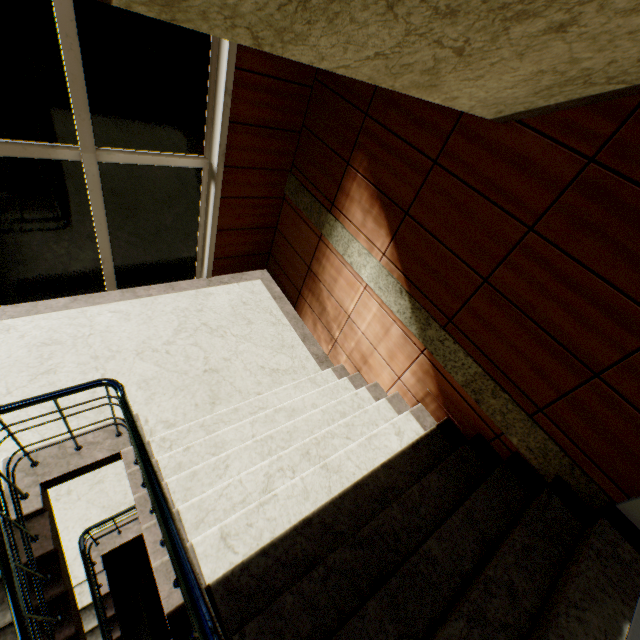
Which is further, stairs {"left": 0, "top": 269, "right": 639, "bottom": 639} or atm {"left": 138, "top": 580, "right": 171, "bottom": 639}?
atm {"left": 138, "top": 580, "right": 171, "bottom": 639}

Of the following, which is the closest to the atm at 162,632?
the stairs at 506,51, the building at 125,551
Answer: the stairs at 506,51

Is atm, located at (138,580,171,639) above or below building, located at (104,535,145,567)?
above

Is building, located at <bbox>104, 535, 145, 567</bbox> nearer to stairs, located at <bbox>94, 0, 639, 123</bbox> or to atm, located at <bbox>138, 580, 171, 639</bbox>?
stairs, located at <bbox>94, 0, 639, 123</bbox>

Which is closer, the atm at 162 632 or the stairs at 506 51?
the stairs at 506 51

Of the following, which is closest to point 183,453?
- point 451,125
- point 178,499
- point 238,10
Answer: point 178,499
